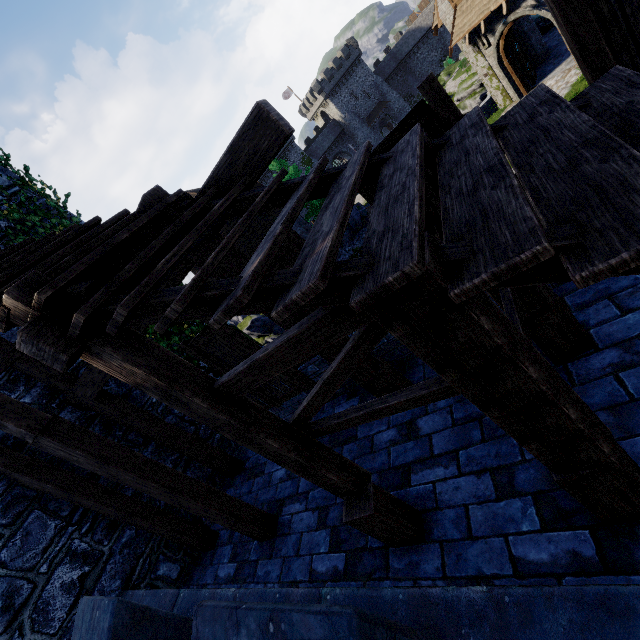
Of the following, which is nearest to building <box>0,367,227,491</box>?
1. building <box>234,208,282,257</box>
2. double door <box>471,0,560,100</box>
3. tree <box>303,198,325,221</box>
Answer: building <box>234,208,282,257</box>

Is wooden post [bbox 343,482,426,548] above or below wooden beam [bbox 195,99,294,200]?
below

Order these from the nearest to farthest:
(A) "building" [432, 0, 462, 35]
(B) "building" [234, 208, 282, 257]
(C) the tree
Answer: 1. (A) "building" [432, 0, 462, 35]
2. (B) "building" [234, 208, 282, 257]
3. (C) the tree

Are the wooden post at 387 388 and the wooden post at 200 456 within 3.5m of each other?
no

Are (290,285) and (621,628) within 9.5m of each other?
yes

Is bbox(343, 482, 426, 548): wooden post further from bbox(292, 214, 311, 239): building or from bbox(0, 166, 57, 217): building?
bbox(292, 214, 311, 239): building

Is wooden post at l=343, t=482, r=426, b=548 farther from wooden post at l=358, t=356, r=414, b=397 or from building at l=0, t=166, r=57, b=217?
building at l=0, t=166, r=57, b=217

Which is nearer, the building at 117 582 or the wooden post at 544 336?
the wooden post at 544 336
